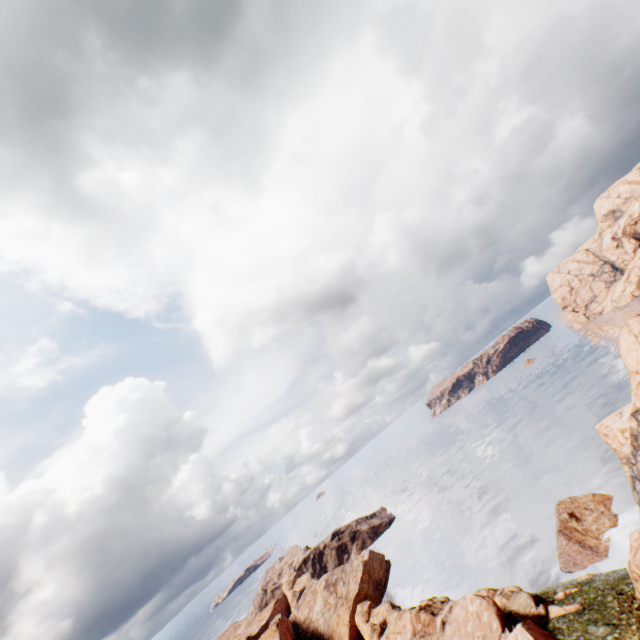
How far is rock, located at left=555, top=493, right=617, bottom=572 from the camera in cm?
4156

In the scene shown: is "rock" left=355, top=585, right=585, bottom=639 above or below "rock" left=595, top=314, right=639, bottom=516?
below

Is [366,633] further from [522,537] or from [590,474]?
[590,474]

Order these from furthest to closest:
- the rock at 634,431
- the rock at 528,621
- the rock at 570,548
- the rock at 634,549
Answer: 1. the rock at 570,548
2. the rock at 528,621
3. the rock at 634,549
4. the rock at 634,431

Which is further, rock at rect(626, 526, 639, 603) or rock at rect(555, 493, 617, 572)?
rock at rect(555, 493, 617, 572)

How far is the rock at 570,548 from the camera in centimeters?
4156cm
